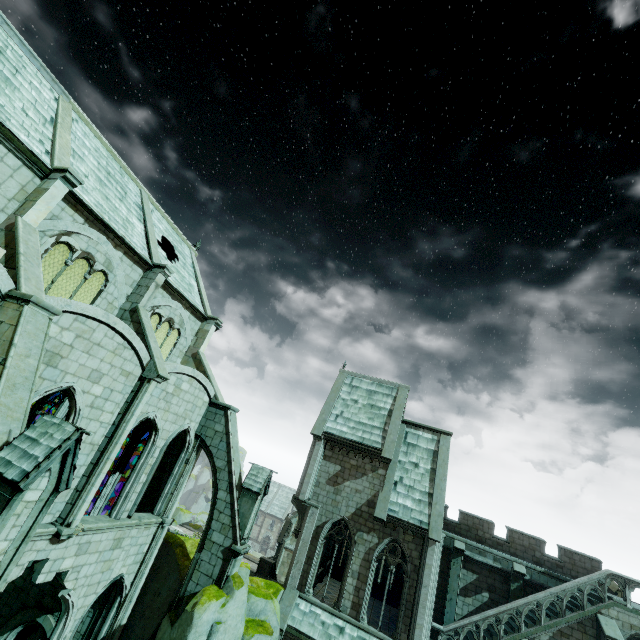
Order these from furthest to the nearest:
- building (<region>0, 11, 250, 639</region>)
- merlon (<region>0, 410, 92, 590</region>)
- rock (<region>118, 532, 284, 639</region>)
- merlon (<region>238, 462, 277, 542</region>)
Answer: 1. merlon (<region>238, 462, 277, 542</region>)
2. rock (<region>118, 532, 284, 639</region>)
3. building (<region>0, 11, 250, 639</region>)
4. merlon (<region>0, 410, 92, 590</region>)

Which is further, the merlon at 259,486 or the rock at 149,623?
the merlon at 259,486

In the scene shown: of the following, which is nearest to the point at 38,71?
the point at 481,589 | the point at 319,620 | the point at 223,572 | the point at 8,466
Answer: the point at 8,466

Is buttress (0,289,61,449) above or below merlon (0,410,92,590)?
above

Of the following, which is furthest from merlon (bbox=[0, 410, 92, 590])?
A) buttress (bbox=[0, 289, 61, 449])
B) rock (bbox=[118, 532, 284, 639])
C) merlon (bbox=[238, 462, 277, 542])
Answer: merlon (bbox=[238, 462, 277, 542])

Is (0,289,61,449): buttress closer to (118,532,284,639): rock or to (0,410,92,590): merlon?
(0,410,92,590): merlon

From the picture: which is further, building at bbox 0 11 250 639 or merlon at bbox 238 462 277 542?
merlon at bbox 238 462 277 542

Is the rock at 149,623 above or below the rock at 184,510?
above
